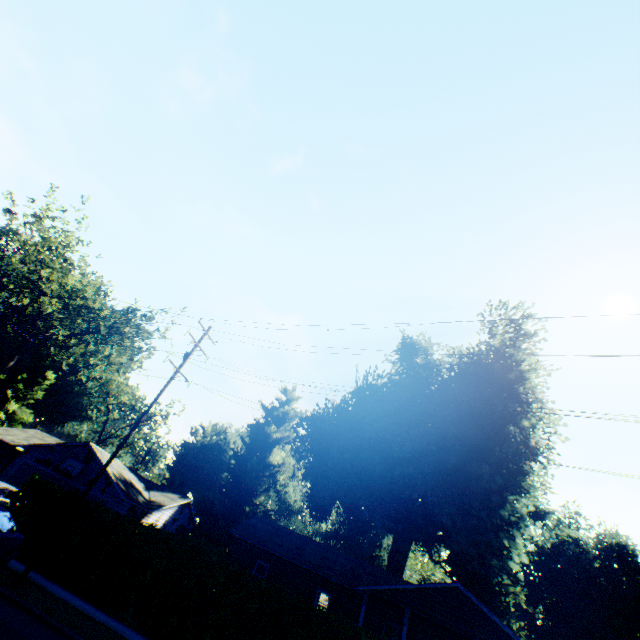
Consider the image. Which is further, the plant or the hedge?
the plant

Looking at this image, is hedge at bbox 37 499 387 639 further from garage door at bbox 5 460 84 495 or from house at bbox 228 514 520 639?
garage door at bbox 5 460 84 495

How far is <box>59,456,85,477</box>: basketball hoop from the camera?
24.5 meters

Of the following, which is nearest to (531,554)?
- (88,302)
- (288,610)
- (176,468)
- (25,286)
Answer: (288,610)

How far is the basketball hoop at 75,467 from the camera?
24.5m

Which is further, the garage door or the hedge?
the garage door

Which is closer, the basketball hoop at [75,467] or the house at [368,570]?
the house at [368,570]

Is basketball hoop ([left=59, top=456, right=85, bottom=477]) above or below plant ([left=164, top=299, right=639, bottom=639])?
below
